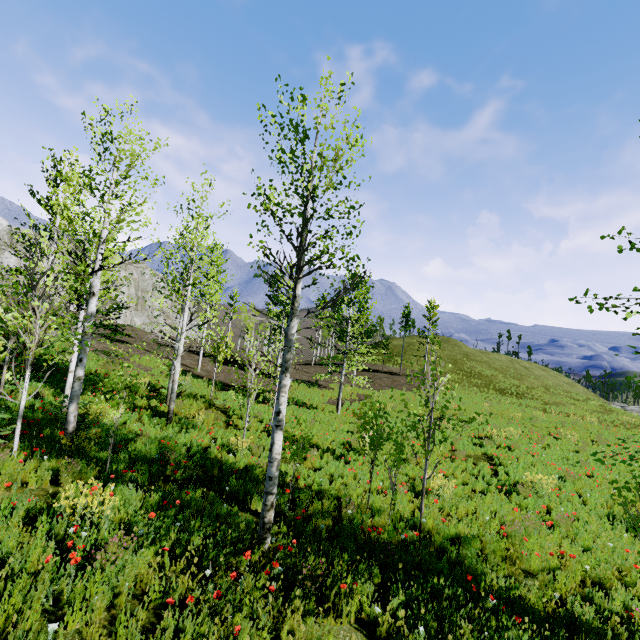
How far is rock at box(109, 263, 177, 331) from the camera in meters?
41.8

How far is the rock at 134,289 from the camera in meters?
41.8 m

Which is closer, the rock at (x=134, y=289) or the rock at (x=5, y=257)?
the rock at (x=5, y=257)

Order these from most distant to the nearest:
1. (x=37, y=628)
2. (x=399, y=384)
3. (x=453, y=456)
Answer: (x=399, y=384) < (x=453, y=456) < (x=37, y=628)

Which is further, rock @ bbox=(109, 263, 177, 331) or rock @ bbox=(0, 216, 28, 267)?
rock @ bbox=(109, 263, 177, 331)
